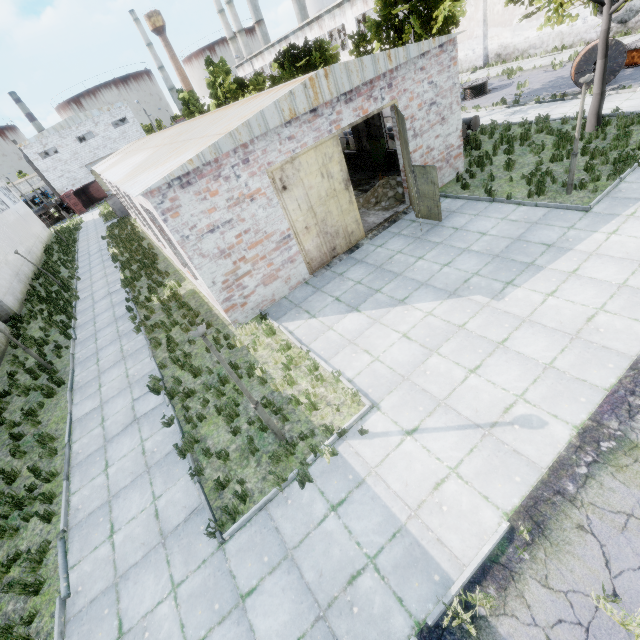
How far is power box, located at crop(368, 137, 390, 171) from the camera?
17.1m

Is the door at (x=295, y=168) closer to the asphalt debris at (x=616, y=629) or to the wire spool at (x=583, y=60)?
the asphalt debris at (x=616, y=629)

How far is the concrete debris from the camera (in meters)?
14.59

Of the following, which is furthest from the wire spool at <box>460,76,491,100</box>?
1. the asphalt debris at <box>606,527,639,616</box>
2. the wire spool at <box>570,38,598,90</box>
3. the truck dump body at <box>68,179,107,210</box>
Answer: the truck dump body at <box>68,179,107,210</box>

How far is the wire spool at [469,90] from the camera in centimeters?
2322cm

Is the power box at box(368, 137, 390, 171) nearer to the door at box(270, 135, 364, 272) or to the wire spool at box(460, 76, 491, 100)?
the door at box(270, 135, 364, 272)

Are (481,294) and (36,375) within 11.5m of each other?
no

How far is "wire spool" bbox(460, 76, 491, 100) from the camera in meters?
23.2
